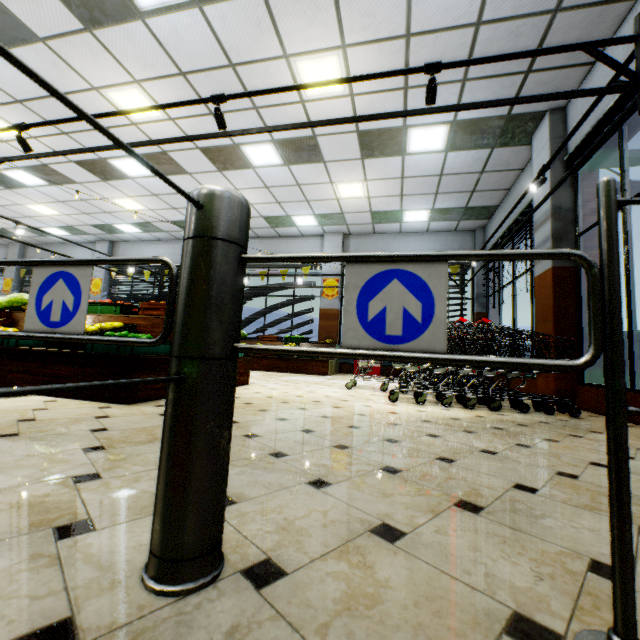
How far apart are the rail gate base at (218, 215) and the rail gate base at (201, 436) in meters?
0.3 m

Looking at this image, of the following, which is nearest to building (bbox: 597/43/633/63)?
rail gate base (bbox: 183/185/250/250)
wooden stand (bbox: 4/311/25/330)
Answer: wooden stand (bbox: 4/311/25/330)

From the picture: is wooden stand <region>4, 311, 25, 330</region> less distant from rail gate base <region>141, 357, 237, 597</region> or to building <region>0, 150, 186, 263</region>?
building <region>0, 150, 186, 263</region>

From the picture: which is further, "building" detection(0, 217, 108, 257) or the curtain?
"building" detection(0, 217, 108, 257)

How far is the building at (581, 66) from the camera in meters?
4.8 m

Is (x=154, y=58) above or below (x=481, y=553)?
above

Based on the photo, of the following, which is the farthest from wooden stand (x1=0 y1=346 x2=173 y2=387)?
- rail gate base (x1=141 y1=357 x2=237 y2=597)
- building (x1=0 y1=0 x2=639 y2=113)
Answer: rail gate base (x1=141 y1=357 x2=237 y2=597)

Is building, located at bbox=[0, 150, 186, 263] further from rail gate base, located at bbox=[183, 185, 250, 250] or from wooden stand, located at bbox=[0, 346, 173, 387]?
rail gate base, located at bbox=[183, 185, 250, 250]
